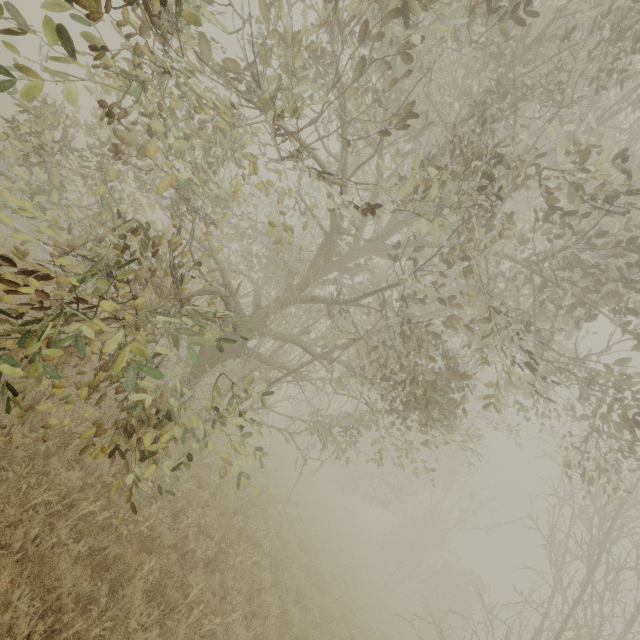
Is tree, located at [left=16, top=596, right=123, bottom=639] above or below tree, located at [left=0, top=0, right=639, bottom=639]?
below

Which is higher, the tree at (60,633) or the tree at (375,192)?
the tree at (375,192)

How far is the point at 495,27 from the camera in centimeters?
549cm
